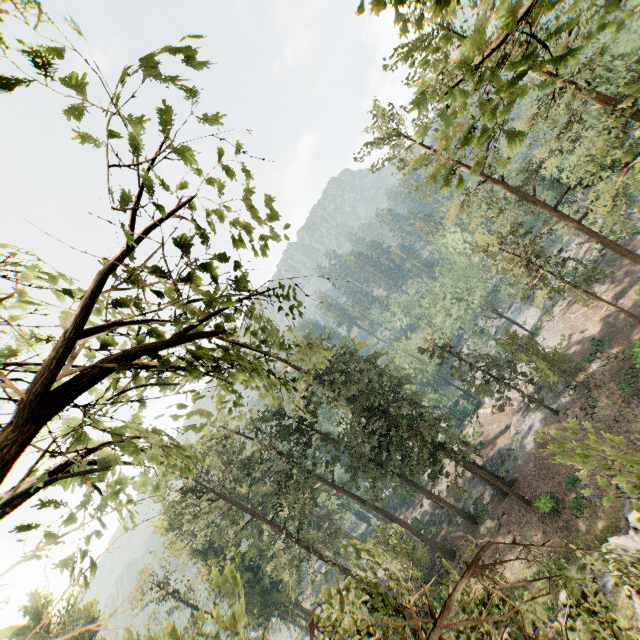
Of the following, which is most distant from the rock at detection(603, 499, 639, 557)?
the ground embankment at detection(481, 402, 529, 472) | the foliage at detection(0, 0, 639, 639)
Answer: the ground embankment at detection(481, 402, 529, 472)

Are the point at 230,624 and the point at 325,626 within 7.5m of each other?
yes

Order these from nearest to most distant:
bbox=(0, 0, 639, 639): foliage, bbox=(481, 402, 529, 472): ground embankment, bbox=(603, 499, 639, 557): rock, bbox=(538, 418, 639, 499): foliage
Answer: bbox=(0, 0, 639, 639): foliage, bbox=(538, 418, 639, 499): foliage, bbox=(603, 499, 639, 557): rock, bbox=(481, 402, 529, 472): ground embankment

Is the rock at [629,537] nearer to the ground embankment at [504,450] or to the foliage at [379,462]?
the foliage at [379,462]

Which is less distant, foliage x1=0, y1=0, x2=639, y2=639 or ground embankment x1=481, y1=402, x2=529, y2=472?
foliage x1=0, y1=0, x2=639, y2=639

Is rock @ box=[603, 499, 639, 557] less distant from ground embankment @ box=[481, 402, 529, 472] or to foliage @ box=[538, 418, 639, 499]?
foliage @ box=[538, 418, 639, 499]

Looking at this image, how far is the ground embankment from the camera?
38.7m

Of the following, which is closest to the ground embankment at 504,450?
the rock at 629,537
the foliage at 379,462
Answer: the foliage at 379,462
